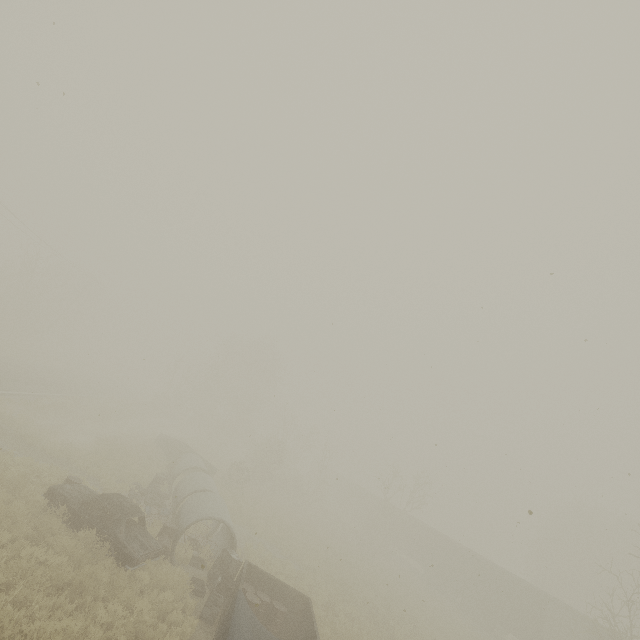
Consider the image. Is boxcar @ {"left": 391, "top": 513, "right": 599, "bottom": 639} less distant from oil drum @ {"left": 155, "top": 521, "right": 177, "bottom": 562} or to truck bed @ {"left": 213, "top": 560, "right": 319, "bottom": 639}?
truck bed @ {"left": 213, "top": 560, "right": 319, "bottom": 639}

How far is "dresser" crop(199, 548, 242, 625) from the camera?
10.3 meters

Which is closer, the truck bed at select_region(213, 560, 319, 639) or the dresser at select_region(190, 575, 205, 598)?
the truck bed at select_region(213, 560, 319, 639)

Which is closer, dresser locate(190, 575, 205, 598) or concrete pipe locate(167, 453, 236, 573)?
dresser locate(190, 575, 205, 598)

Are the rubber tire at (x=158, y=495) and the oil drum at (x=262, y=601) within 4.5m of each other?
no

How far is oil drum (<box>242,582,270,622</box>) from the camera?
10.70m

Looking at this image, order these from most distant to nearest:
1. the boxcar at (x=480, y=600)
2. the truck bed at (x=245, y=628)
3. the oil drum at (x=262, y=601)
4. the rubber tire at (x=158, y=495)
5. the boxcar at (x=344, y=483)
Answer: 1. the boxcar at (x=344, y=483)
2. the boxcar at (x=480, y=600)
3. the rubber tire at (x=158, y=495)
4. the oil drum at (x=262, y=601)
5. the truck bed at (x=245, y=628)

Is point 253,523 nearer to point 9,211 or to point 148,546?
point 148,546
